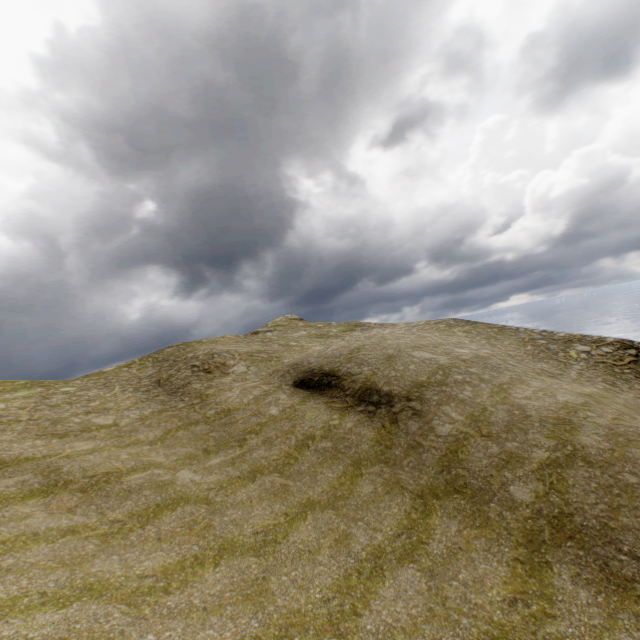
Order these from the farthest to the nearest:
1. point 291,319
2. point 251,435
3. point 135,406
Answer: point 291,319, point 135,406, point 251,435
